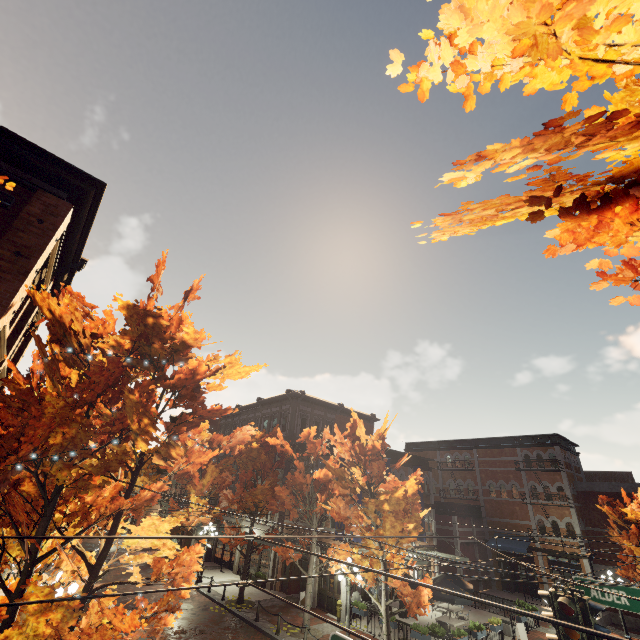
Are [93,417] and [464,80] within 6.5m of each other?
no

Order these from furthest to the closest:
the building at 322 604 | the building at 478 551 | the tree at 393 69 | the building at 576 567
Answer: → the building at 478 551 → the building at 576 567 → the building at 322 604 → the tree at 393 69

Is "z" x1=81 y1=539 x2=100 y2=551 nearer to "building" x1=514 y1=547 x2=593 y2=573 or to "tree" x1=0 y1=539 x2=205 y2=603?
"tree" x1=0 y1=539 x2=205 y2=603

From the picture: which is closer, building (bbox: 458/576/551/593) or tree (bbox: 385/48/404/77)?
tree (bbox: 385/48/404/77)

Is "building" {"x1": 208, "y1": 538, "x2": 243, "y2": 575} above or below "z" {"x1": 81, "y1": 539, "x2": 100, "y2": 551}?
above

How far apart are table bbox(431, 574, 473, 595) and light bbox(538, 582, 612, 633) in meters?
17.6

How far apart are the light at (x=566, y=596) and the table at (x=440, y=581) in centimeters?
1764cm

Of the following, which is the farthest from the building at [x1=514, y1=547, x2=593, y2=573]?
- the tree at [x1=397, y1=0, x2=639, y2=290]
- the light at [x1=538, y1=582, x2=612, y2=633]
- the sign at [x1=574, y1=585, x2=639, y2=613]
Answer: the sign at [x1=574, y1=585, x2=639, y2=613]
